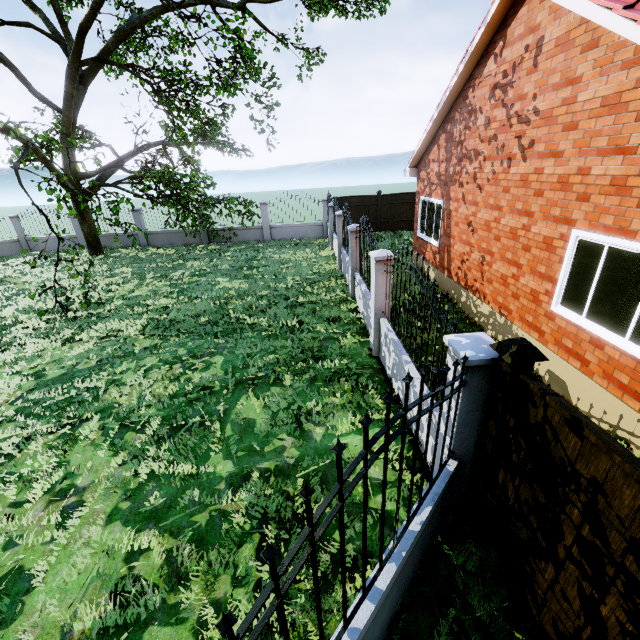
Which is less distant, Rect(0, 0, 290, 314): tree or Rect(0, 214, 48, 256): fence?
Rect(0, 0, 290, 314): tree

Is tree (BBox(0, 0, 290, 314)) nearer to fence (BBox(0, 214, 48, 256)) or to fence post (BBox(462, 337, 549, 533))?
fence (BBox(0, 214, 48, 256))

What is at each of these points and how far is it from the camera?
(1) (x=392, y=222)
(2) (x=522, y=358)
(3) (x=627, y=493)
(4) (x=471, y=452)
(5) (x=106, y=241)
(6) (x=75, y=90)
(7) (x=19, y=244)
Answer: (1) fence, 19.6m
(2) fence post, 2.6m
(3) fence, 1.8m
(4) fence, 3.5m
(5) fence, 19.8m
(6) tree, 15.1m
(7) fence, 19.7m

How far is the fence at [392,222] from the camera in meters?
19.0 m

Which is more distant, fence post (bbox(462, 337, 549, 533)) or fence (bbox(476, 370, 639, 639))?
fence post (bbox(462, 337, 549, 533))

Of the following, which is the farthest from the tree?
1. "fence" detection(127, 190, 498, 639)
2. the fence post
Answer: the fence post

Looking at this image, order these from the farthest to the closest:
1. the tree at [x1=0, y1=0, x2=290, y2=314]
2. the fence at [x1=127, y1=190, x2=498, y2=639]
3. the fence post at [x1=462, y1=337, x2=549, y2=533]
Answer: the tree at [x1=0, y1=0, x2=290, y2=314], the fence post at [x1=462, y1=337, x2=549, y2=533], the fence at [x1=127, y1=190, x2=498, y2=639]

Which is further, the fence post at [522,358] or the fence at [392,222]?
the fence at [392,222]
